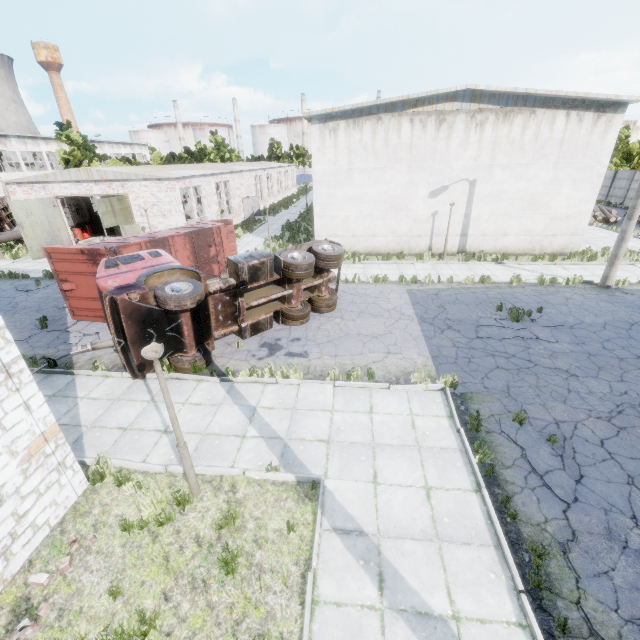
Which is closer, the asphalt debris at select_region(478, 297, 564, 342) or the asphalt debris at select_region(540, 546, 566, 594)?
the asphalt debris at select_region(540, 546, 566, 594)

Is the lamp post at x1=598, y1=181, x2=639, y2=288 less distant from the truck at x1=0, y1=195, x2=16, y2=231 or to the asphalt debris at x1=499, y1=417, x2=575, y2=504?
the asphalt debris at x1=499, y1=417, x2=575, y2=504

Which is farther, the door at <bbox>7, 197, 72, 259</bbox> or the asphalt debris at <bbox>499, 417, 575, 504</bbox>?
the door at <bbox>7, 197, 72, 259</bbox>

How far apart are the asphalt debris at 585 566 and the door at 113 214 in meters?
25.0 m

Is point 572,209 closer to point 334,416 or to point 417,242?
point 417,242

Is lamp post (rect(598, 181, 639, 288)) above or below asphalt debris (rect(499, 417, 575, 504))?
above

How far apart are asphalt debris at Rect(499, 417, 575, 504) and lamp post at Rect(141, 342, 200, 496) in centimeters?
670cm

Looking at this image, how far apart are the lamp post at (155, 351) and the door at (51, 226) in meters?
24.9
